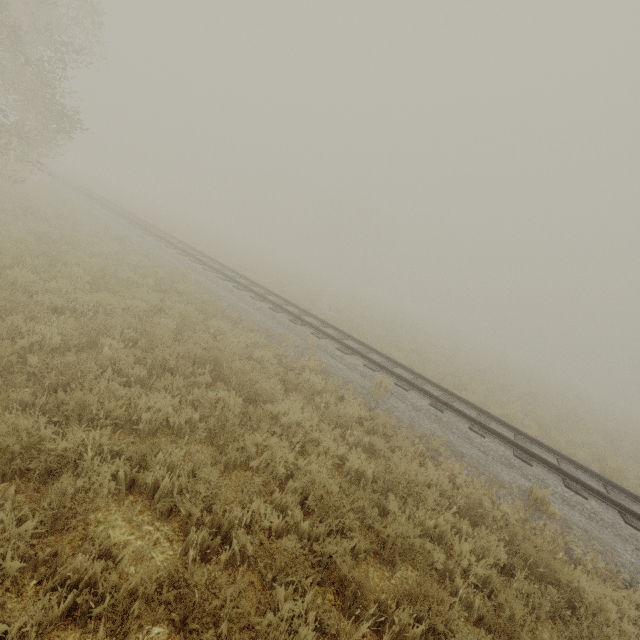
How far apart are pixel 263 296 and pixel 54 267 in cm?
642
